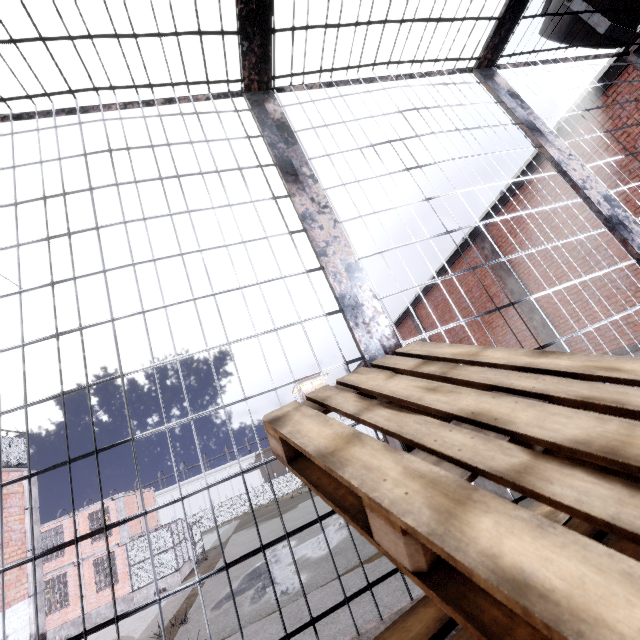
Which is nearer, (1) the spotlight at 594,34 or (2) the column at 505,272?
(1) the spotlight at 594,34

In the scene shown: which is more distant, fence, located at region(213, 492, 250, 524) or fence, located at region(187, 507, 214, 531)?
fence, located at region(213, 492, 250, 524)

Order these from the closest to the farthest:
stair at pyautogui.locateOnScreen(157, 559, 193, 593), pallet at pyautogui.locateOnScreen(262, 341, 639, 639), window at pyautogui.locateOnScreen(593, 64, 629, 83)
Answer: pallet at pyautogui.locateOnScreen(262, 341, 639, 639) → window at pyautogui.locateOnScreen(593, 64, 629, 83) → stair at pyautogui.locateOnScreen(157, 559, 193, 593)

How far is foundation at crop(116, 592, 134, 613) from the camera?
21.4 meters

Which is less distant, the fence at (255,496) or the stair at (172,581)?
the stair at (172,581)

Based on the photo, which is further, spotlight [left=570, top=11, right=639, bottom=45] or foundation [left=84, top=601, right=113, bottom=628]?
foundation [left=84, top=601, right=113, bottom=628]

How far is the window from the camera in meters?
6.1

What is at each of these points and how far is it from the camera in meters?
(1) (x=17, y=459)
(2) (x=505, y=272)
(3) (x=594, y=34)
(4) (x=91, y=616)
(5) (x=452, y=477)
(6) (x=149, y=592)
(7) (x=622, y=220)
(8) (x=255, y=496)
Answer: (1) metal railing, 8.8
(2) column, 10.2
(3) spotlight, 3.6
(4) foundation, 21.1
(5) pallet, 0.6
(6) stair, 21.9
(7) cage, 2.2
(8) fence, 50.6
